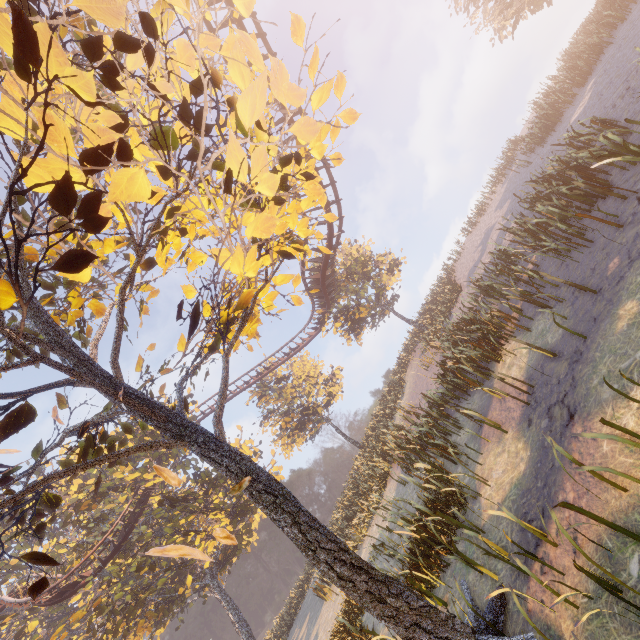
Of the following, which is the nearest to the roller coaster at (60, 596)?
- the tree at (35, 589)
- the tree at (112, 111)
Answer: the tree at (112, 111)

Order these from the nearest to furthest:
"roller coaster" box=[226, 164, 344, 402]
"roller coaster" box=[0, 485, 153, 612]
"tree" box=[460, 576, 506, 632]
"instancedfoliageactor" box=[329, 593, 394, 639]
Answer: "tree" box=[460, 576, 506, 632] → "instancedfoliageactor" box=[329, 593, 394, 639] → "roller coaster" box=[226, 164, 344, 402] → "roller coaster" box=[0, 485, 153, 612]

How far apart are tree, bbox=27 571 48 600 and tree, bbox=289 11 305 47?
9.14m

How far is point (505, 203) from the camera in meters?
23.4 m

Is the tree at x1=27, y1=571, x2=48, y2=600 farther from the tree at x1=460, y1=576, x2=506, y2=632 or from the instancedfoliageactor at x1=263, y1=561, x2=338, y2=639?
the instancedfoliageactor at x1=263, y1=561, x2=338, y2=639

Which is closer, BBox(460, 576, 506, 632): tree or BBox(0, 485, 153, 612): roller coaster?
BBox(460, 576, 506, 632): tree

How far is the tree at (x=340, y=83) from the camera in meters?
5.3

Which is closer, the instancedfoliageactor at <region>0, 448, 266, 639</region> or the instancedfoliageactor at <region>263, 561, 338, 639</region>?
the instancedfoliageactor at <region>263, 561, 338, 639</region>
